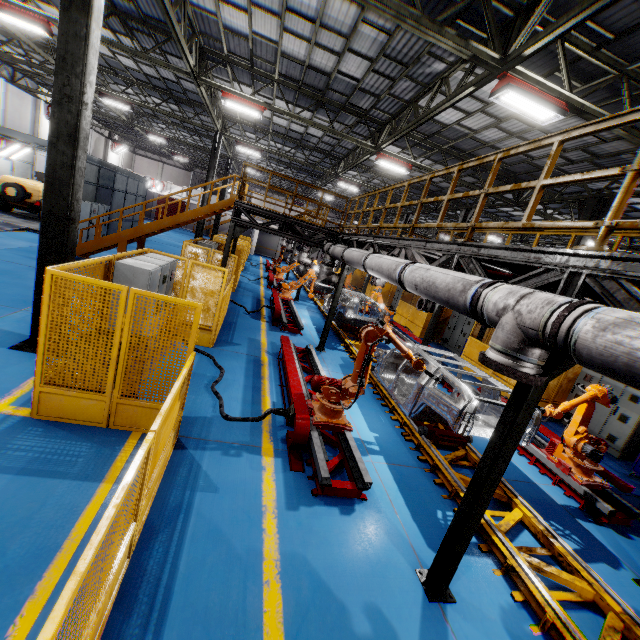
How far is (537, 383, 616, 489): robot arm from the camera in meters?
6.5

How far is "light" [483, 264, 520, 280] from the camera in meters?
5.4

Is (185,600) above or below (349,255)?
below

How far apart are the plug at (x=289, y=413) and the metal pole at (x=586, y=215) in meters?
10.9

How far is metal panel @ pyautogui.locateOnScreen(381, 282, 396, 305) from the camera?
26.47m

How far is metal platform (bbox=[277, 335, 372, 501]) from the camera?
4.87m

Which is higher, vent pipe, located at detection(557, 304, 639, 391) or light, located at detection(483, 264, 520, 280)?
light, located at detection(483, 264, 520, 280)

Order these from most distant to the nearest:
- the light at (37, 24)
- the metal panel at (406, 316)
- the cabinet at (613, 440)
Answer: the metal panel at (406, 316)
the light at (37, 24)
the cabinet at (613, 440)
